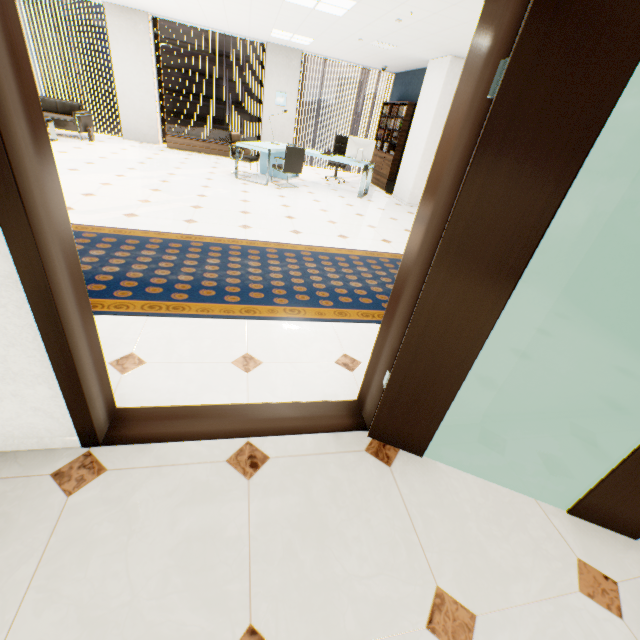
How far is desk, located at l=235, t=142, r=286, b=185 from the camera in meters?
7.0 m

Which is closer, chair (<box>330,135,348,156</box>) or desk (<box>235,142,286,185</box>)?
desk (<box>235,142,286,185</box>)

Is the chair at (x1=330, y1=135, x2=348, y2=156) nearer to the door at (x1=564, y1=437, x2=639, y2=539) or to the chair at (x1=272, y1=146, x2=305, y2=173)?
the chair at (x1=272, y1=146, x2=305, y2=173)

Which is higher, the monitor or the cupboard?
the monitor

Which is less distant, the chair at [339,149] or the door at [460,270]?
the door at [460,270]

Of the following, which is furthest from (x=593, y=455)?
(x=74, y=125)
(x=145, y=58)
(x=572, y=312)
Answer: (x=145, y=58)

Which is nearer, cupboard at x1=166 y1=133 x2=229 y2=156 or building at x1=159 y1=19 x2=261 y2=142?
cupboard at x1=166 y1=133 x2=229 y2=156

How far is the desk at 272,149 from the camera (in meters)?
7.01
